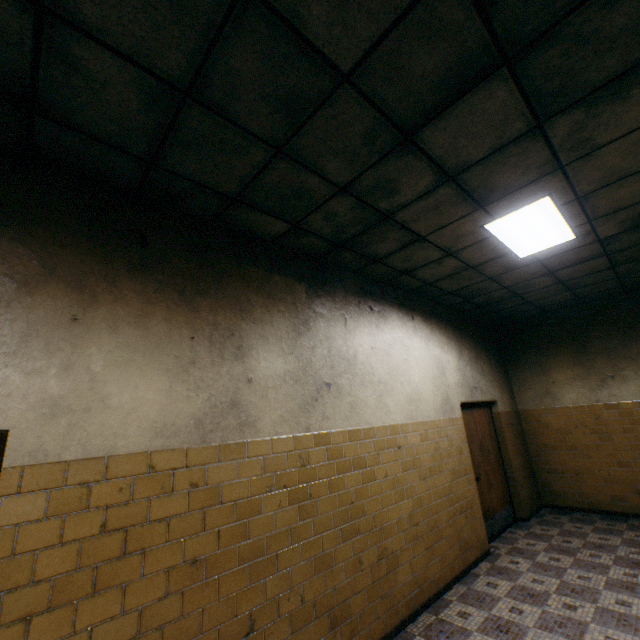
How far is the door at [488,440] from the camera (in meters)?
5.46

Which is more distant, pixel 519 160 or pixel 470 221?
pixel 470 221

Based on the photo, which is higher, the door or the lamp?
the lamp

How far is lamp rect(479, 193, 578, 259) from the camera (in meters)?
3.30

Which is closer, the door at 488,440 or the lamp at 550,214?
the lamp at 550,214

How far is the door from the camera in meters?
5.5 m

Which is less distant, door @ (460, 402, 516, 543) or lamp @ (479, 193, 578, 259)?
lamp @ (479, 193, 578, 259)
